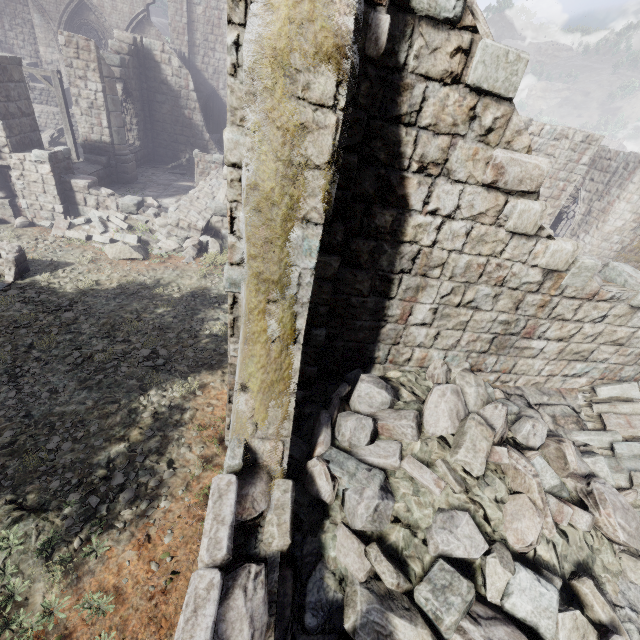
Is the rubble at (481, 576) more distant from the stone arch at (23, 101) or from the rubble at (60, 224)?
the stone arch at (23, 101)

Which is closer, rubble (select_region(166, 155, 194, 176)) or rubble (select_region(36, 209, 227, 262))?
rubble (select_region(36, 209, 227, 262))

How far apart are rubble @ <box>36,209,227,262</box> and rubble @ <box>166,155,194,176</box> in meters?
7.8 m

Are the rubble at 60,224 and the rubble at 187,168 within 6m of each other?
no

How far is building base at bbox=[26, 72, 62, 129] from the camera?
20.30m

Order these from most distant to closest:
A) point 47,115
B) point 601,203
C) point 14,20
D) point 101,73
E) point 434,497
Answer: point 14,20, point 47,115, point 601,203, point 101,73, point 434,497

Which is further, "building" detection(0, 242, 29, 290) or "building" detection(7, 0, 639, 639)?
"building" detection(0, 242, 29, 290)

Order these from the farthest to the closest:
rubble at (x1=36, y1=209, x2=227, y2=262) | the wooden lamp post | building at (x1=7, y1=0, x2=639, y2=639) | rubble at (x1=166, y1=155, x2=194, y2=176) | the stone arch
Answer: rubble at (x1=166, y1=155, x2=194, y2=176) → the wooden lamp post → rubble at (x1=36, y1=209, x2=227, y2=262) → the stone arch → building at (x1=7, y1=0, x2=639, y2=639)
